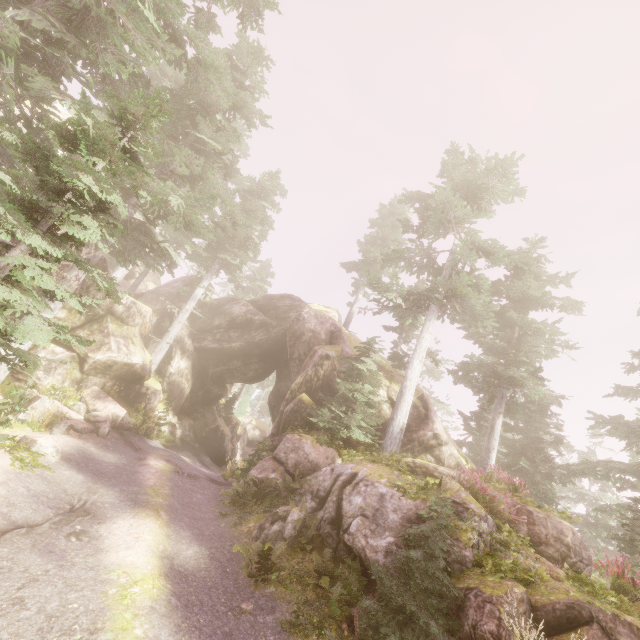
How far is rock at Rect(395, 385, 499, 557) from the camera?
9.1m

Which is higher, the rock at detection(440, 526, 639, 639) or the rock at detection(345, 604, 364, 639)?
the rock at detection(440, 526, 639, 639)

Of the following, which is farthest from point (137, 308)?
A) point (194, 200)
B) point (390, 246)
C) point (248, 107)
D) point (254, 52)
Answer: point (390, 246)

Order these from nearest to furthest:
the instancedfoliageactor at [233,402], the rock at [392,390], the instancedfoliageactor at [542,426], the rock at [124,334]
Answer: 1. the instancedfoliageactor at [542,426]
2. the rock at [124,334]
3. the rock at [392,390]
4. the instancedfoliageactor at [233,402]

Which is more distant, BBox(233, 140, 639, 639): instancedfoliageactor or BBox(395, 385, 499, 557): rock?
BBox(395, 385, 499, 557): rock

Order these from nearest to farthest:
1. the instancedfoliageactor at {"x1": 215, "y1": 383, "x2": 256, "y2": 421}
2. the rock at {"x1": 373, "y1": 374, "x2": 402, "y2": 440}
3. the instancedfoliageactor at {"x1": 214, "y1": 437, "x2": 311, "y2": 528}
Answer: the instancedfoliageactor at {"x1": 214, "y1": 437, "x2": 311, "y2": 528} < the rock at {"x1": 373, "y1": 374, "x2": 402, "y2": 440} < the instancedfoliageactor at {"x1": 215, "y1": 383, "x2": 256, "y2": 421}

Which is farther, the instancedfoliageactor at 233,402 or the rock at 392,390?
the instancedfoliageactor at 233,402
